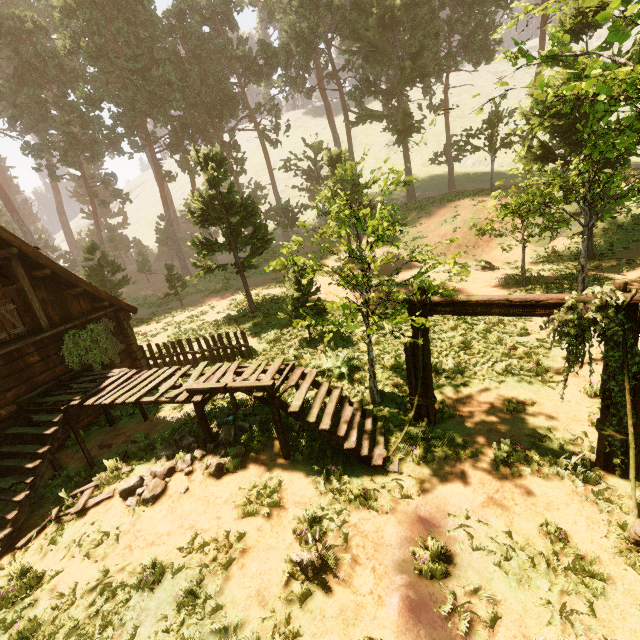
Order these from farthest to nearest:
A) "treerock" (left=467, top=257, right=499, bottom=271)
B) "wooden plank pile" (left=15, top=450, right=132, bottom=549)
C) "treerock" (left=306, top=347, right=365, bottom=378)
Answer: "treerock" (left=467, top=257, right=499, bottom=271) < "treerock" (left=306, top=347, right=365, bottom=378) < "wooden plank pile" (left=15, top=450, right=132, bottom=549)

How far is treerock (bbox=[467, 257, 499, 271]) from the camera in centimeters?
2028cm

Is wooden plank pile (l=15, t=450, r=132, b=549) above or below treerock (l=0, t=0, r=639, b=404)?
below

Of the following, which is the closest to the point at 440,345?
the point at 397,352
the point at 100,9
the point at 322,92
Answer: the point at 397,352

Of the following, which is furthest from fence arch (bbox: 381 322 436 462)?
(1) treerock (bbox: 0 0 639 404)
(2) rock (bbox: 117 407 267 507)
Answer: (2) rock (bbox: 117 407 267 507)

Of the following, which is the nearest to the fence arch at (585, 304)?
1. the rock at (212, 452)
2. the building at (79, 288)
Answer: the building at (79, 288)

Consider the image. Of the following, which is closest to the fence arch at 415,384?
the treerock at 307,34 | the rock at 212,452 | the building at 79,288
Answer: the building at 79,288

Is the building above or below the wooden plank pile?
above
